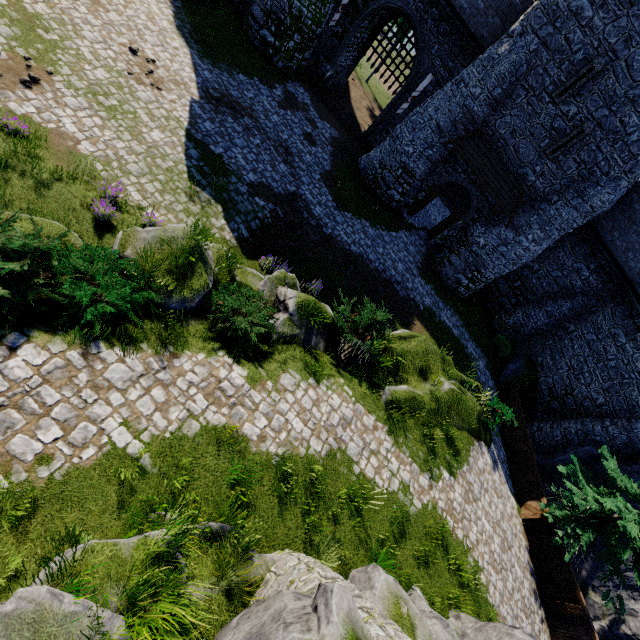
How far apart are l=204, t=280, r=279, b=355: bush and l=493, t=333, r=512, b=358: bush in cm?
1943

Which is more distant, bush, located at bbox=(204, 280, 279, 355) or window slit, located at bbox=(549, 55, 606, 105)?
window slit, located at bbox=(549, 55, 606, 105)

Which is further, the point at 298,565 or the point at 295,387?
the point at 295,387

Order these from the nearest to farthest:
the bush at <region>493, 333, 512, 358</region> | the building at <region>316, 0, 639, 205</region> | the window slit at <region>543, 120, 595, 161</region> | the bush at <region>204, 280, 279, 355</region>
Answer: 1. the bush at <region>204, 280, 279, 355</region>
2. the building at <region>316, 0, 639, 205</region>
3. the window slit at <region>543, 120, 595, 161</region>
4. the bush at <region>493, 333, 512, 358</region>

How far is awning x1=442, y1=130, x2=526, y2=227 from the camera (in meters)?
18.12

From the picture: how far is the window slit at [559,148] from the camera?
15.9m

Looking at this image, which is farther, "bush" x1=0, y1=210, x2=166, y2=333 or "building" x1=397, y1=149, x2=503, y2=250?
"building" x1=397, y1=149, x2=503, y2=250

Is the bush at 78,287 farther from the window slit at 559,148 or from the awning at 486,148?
the window slit at 559,148
